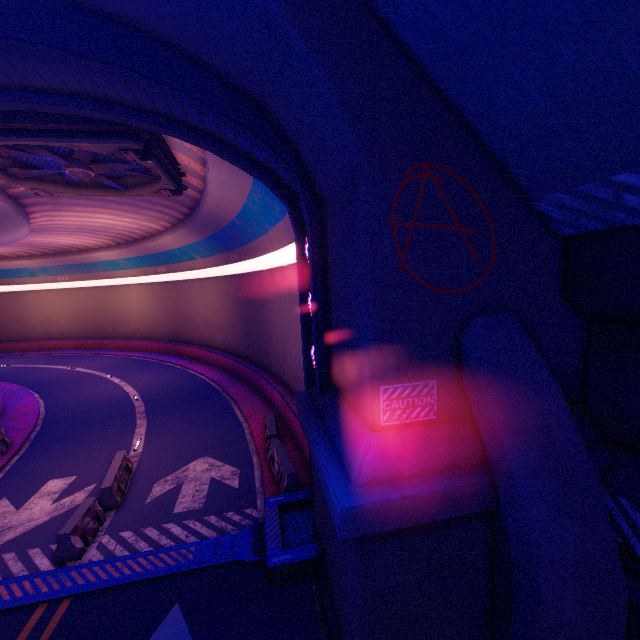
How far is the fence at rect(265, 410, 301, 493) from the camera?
10.11m

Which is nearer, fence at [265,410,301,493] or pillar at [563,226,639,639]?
pillar at [563,226,639,639]

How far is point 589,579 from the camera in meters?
3.6 m

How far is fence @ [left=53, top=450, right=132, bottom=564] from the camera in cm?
834

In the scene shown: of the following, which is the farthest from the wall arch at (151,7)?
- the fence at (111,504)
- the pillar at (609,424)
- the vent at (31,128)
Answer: the fence at (111,504)

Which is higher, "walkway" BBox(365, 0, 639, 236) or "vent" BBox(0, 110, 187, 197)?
"vent" BBox(0, 110, 187, 197)

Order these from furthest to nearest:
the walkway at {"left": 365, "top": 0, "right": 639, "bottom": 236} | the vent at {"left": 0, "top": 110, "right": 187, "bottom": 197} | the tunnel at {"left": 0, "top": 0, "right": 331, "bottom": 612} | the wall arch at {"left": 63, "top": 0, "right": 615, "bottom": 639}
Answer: the vent at {"left": 0, "top": 110, "right": 187, "bottom": 197}, the tunnel at {"left": 0, "top": 0, "right": 331, "bottom": 612}, the wall arch at {"left": 63, "top": 0, "right": 615, "bottom": 639}, the walkway at {"left": 365, "top": 0, "right": 639, "bottom": 236}

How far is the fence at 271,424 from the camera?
10.1 meters
